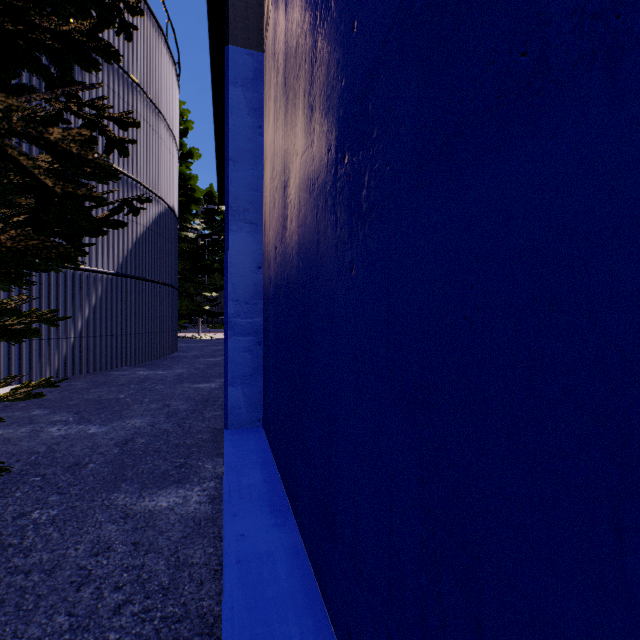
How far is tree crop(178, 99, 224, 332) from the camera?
19.8m

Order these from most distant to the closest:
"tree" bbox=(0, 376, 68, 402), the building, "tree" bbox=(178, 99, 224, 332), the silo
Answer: "tree" bbox=(178, 99, 224, 332)
the silo
"tree" bbox=(0, 376, 68, 402)
the building

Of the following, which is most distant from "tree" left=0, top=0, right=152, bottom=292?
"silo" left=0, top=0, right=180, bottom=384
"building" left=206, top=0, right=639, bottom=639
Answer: "building" left=206, top=0, right=639, bottom=639

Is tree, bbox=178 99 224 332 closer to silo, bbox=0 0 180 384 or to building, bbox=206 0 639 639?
silo, bbox=0 0 180 384

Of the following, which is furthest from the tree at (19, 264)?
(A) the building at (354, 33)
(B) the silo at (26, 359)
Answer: (A) the building at (354, 33)

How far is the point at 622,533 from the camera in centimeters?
41cm

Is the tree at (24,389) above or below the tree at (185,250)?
below
